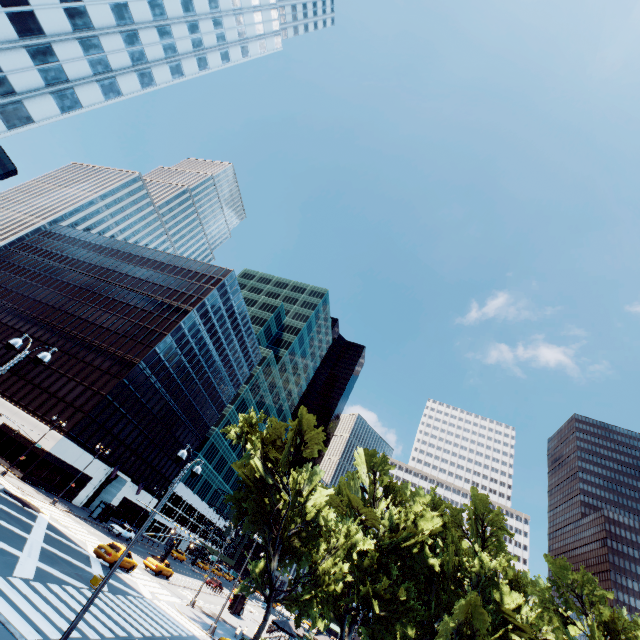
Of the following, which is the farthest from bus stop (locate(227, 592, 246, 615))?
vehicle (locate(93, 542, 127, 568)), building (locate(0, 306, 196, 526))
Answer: vehicle (locate(93, 542, 127, 568))

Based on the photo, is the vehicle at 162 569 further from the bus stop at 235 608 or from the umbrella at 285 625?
the umbrella at 285 625

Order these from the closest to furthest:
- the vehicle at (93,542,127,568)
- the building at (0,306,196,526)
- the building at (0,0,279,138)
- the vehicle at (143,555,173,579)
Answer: the vehicle at (93,542,127,568) → the building at (0,0,279,138) → the vehicle at (143,555,173,579) → the building at (0,306,196,526)

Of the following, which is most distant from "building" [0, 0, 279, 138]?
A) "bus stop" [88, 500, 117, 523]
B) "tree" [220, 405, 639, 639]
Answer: "bus stop" [88, 500, 117, 523]

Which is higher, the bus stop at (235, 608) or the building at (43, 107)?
the building at (43, 107)

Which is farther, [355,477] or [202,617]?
[355,477]

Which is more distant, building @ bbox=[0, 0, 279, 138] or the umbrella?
the umbrella

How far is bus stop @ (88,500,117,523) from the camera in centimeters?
4472cm
